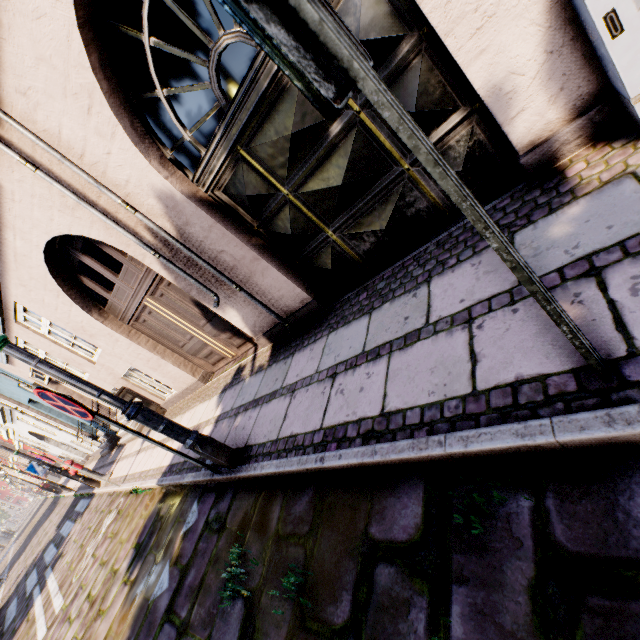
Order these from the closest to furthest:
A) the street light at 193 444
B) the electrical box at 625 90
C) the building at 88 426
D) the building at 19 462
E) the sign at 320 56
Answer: the sign at 320 56 < the electrical box at 625 90 < the street light at 193 444 < the building at 88 426 < the building at 19 462

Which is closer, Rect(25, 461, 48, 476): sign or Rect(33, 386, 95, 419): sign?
Rect(33, 386, 95, 419): sign

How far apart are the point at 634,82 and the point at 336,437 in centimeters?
Answer: 272cm

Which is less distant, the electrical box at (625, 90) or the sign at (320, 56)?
the sign at (320, 56)

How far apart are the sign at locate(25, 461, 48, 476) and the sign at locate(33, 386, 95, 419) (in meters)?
9.27

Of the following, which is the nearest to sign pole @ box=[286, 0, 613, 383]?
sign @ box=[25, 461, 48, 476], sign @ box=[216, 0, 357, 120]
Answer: sign @ box=[216, 0, 357, 120]

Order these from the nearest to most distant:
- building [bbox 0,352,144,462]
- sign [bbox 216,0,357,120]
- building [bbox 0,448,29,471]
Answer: sign [bbox 216,0,357,120], building [bbox 0,352,144,462], building [bbox 0,448,29,471]

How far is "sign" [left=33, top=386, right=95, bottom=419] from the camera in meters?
2.8
